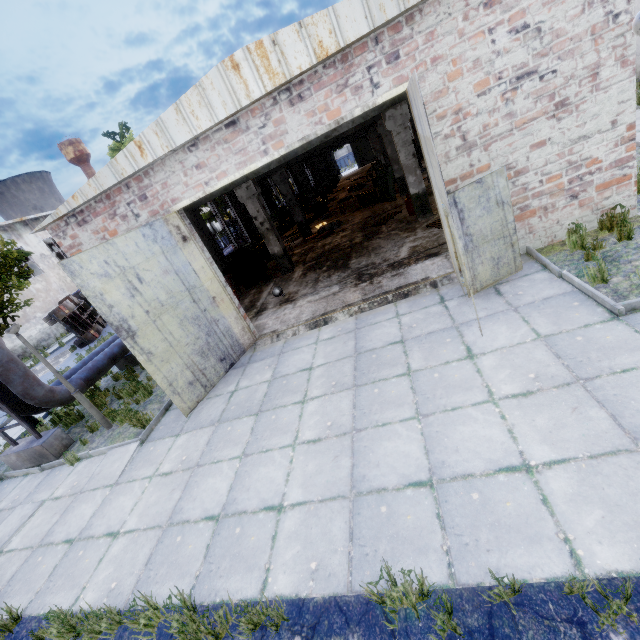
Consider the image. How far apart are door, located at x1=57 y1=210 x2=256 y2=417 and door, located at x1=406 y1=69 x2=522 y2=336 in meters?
5.3 m

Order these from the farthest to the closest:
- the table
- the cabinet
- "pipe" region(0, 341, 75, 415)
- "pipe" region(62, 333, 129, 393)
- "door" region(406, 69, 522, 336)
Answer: the table, the cabinet, "pipe" region(62, 333, 129, 393), "pipe" region(0, 341, 75, 415), "door" region(406, 69, 522, 336)

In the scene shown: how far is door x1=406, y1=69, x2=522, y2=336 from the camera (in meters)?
4.61

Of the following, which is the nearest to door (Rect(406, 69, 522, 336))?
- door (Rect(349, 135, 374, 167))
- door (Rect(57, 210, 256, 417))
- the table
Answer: door (Rect(57, 210, 256, 417))

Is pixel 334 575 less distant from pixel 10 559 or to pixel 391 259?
pixel 10 559

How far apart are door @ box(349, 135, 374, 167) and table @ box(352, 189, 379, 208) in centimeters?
3420cm

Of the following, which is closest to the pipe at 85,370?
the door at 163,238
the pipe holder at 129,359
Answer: the pipe holder at 129,359

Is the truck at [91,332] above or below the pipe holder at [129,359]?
above
